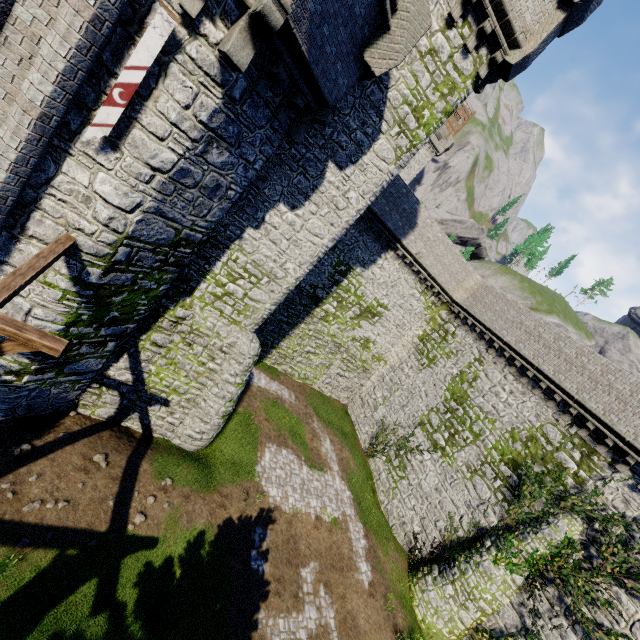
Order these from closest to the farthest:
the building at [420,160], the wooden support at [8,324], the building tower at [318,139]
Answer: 1. the wooden support at [8,324]
2. the building tower at [318,139]
3. the building at [420,160]

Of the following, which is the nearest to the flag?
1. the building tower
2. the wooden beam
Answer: the wooden beam

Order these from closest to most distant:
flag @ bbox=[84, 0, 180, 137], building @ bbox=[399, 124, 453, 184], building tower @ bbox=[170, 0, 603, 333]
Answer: flag @ bbox=[84, 0, 180, 137], building tower @ bbox=[170, 0, 603, 333], building @ bbox=[399, 124, 453, 184]

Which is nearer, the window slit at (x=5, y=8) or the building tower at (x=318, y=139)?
the window slit at (x=5, y=8)

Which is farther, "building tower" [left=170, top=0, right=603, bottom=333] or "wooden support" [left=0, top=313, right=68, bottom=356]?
"building tower" [left=170, top=0, right=603, bottom=333]

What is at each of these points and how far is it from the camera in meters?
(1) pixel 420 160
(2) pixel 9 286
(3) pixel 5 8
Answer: (1) building, 54.9 m
(2) wooden beam, 5.4 m
(3) window slit, 5.5 m

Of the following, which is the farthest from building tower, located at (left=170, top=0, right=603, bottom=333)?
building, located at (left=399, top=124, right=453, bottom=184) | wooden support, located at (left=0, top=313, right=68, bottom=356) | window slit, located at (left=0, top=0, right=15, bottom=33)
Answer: building, located at (left=399, top=124, right=453, bottom=184)

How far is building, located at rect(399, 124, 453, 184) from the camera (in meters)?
52.84
